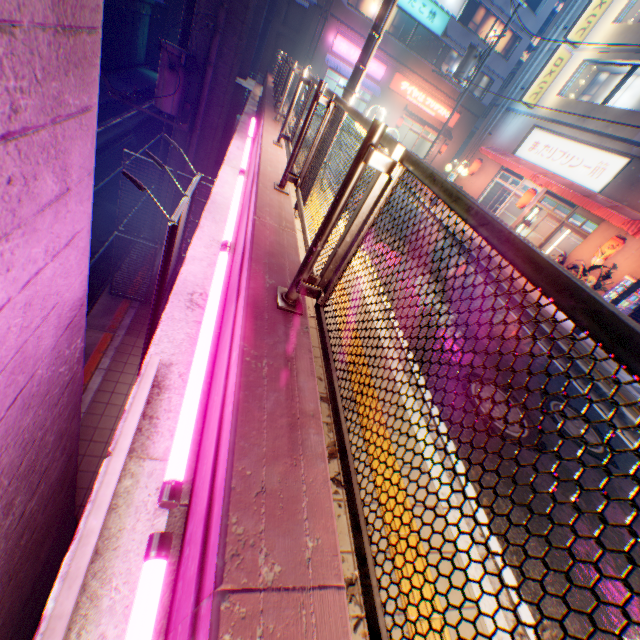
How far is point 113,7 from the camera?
26.6 meters

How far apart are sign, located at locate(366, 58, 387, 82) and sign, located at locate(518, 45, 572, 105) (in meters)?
13.01

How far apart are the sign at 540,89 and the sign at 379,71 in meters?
13.0

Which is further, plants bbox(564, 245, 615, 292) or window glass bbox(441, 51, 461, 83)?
window glass bbox(441, 51, 461, 83)

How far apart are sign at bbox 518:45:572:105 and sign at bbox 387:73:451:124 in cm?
1244

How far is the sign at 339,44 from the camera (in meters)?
24.32

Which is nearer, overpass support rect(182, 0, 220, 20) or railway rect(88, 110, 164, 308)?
overpass support rect(182, 0, 220, 20)

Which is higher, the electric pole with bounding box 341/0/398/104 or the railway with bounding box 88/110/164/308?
the electric pole with bounding box 341/0/398/104
